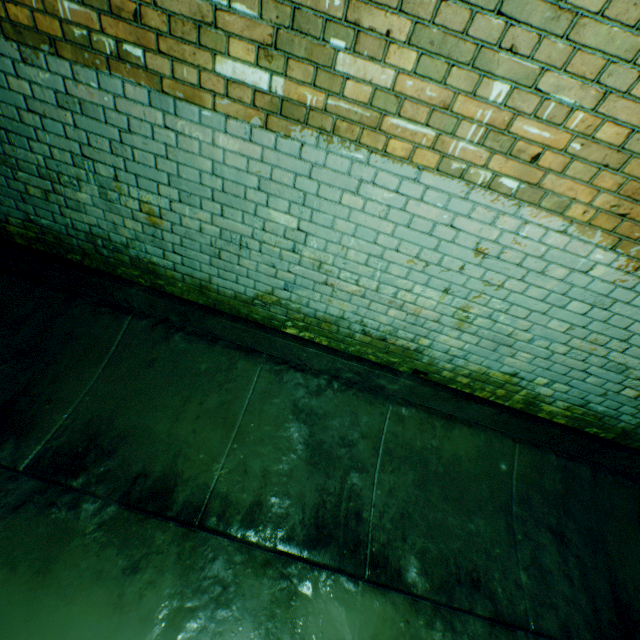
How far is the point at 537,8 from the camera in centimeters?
132cm
